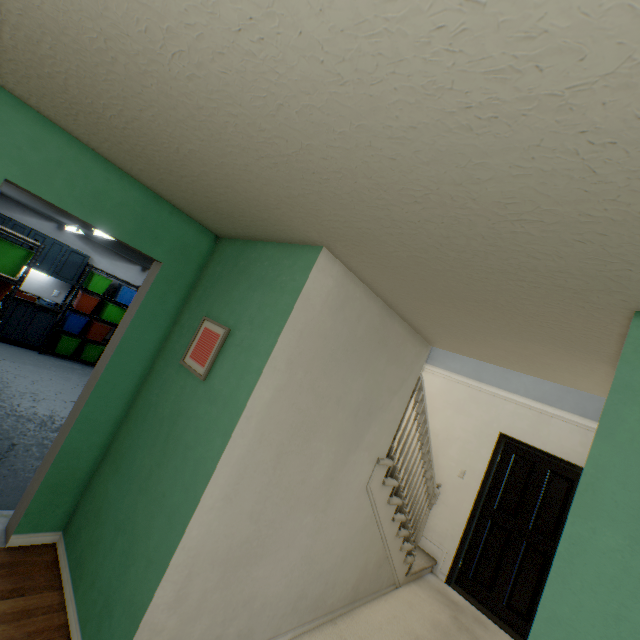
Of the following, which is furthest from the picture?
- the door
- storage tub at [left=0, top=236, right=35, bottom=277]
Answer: the door

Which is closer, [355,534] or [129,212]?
[129,212]

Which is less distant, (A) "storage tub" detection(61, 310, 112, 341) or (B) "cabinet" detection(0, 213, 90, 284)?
(B) "cabinet" detection(0, 213, 90, 284)

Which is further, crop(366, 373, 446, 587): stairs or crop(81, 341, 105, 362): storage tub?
crop(81, 341, 105, 362): storage tub

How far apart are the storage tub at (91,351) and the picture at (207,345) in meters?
6.2 m

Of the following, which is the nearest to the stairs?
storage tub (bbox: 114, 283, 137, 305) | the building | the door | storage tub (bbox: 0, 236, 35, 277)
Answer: the door

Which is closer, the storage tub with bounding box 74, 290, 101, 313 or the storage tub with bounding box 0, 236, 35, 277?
the storage tub with bounding box 0, 236, 35, 277

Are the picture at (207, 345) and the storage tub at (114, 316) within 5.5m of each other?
no
